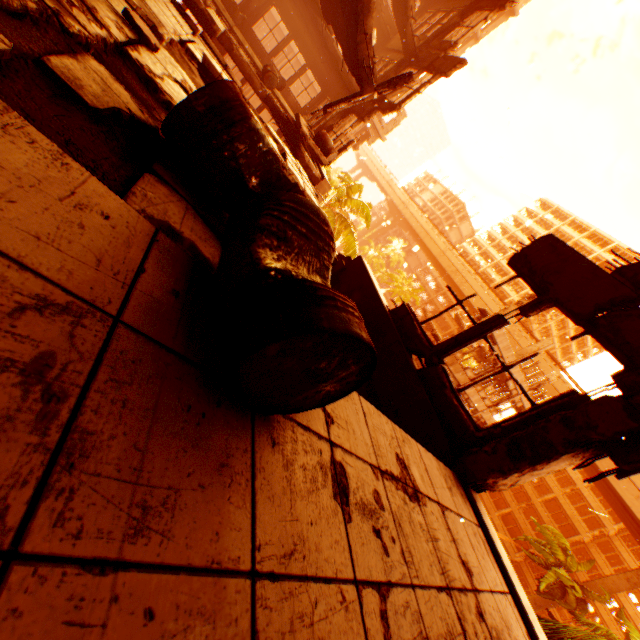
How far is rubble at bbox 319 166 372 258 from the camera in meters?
19.7 m

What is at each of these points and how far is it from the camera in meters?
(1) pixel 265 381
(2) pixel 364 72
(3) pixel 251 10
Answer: (1) metal barrel, 1.1 m
(2) floor rubble, 6.7 m
(3) pillar, 14.9 m

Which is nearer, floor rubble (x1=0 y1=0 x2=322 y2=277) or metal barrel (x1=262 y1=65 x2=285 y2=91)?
floor rubble (x1=0 y1=0 x2=322 y2=277)

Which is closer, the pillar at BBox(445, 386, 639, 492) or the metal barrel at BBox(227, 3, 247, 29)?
the pillar at BBox(445, 386, 639, 492)

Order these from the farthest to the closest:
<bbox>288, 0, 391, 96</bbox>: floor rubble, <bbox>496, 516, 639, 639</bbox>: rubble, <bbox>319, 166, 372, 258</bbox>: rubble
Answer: <bbox>319, 166, 372, 258</bbox>: rubble < <bbox>496, 516, 639, 639</bbox>: rubble < <bbox>288, 0, 391, 96</bbox>: floor rubble

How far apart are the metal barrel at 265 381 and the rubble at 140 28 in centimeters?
224cm

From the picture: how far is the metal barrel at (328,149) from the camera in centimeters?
1132cm

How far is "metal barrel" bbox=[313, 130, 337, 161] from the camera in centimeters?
1132cm
